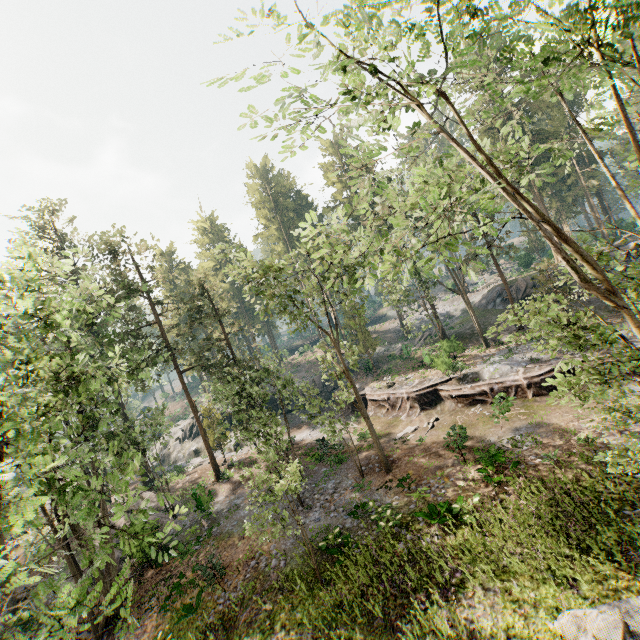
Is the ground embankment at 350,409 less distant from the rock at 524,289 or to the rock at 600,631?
the rock at 600,631

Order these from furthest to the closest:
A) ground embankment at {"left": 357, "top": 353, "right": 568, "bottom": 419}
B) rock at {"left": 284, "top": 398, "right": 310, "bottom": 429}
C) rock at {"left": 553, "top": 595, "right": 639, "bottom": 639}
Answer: rock at {"left": 284, "top": 398, "right": 310, "bottom": 429} → ground embankment at {"left": 357, "top": 353, "right": 568, "bottom": 419} → rock at {"left": 553, "top": 595, "right": 639, "bottom": 639}

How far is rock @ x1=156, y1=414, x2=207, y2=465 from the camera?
40.8m

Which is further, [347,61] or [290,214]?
[290,214]

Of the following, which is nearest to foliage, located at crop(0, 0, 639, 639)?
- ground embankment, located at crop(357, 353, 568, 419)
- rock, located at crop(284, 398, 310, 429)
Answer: ground embankment, located at crop(357, 353, 568, 419)

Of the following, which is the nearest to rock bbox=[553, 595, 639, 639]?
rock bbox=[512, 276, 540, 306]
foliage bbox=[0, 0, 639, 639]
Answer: foliage bbox=[0, 0, 639, 639]

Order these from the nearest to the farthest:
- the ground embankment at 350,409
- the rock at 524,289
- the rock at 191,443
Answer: the ground embankment at 350,409
the rock at 524,289
the rock at 191,443

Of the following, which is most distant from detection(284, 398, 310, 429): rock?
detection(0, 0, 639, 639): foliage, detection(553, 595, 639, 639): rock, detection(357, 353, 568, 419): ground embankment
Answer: detection(553, 595, 639, 639): rock
